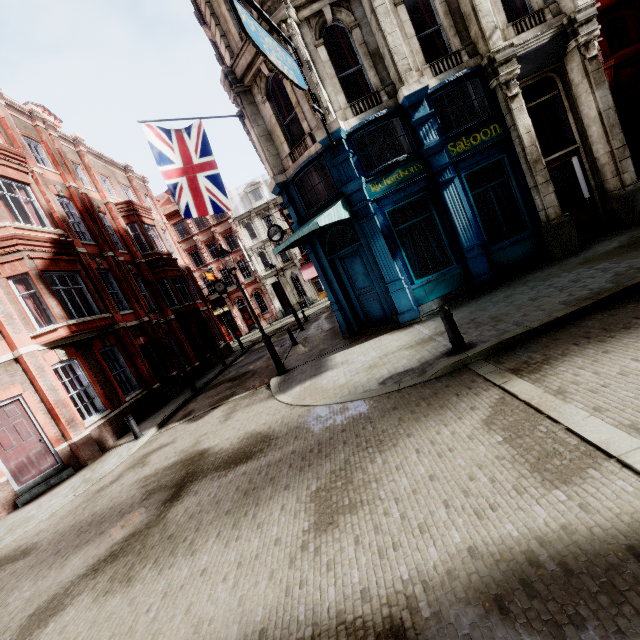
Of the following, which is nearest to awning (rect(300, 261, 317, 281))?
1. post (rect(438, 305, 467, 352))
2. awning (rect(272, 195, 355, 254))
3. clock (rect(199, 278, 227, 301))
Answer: clock (rect(199, 278, 227, 301))

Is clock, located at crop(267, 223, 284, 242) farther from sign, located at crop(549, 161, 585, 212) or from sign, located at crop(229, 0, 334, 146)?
sign, located at crop(549, 161, 585, 212)

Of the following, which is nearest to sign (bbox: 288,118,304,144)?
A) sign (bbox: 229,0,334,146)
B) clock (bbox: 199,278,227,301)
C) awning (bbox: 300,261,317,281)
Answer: sign (bbox: 229,0,334,146)

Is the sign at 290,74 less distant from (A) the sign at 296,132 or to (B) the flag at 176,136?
(A) the sign at 296,132

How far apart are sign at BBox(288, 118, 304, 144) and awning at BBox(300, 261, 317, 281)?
27.9 meters

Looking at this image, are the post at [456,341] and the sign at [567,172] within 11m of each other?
yes

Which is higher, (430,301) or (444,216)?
(444,216)

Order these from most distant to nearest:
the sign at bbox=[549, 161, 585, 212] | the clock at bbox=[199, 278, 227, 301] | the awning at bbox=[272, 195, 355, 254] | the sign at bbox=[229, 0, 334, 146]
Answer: the clock at bbox=[199, 278, 227, 301], the sign at bbox=[549, 161, 585, 212], the awning at bbox=[272, 195, 355, 254], the sign at bbox=[229, 0, 334, 146]
